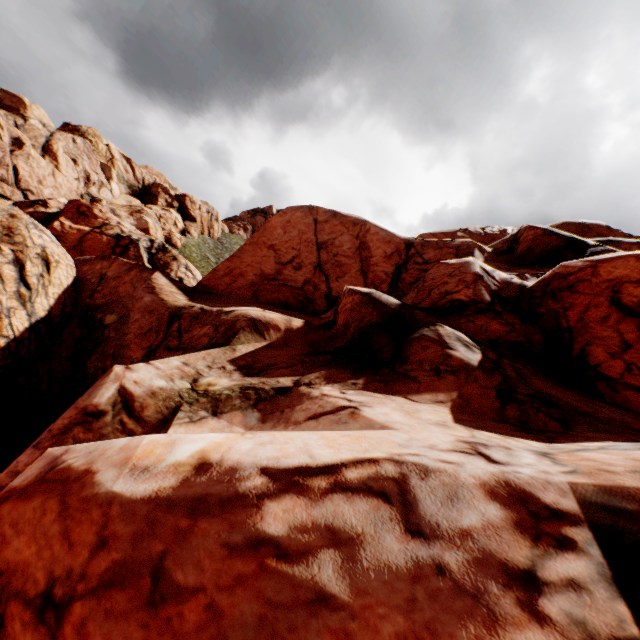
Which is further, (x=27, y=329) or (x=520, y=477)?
(x=27, y=329)
